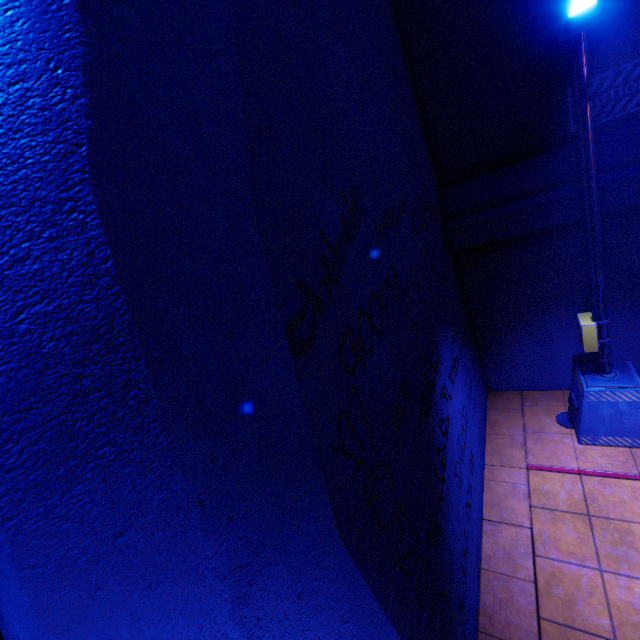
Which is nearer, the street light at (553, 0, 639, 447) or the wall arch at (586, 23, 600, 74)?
the street light at (553, 0, 639, 447)

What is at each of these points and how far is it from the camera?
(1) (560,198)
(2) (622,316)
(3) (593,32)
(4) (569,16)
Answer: (1) wall arch, 4.68m
(2) wall arch, 5.35m
(3) wall arch, 4.21m
(4) street light, 3.00m

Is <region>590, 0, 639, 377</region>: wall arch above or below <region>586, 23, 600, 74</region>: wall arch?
below

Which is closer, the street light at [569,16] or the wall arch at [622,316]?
the street light at [569,16]

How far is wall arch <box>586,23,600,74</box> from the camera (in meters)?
4.20
